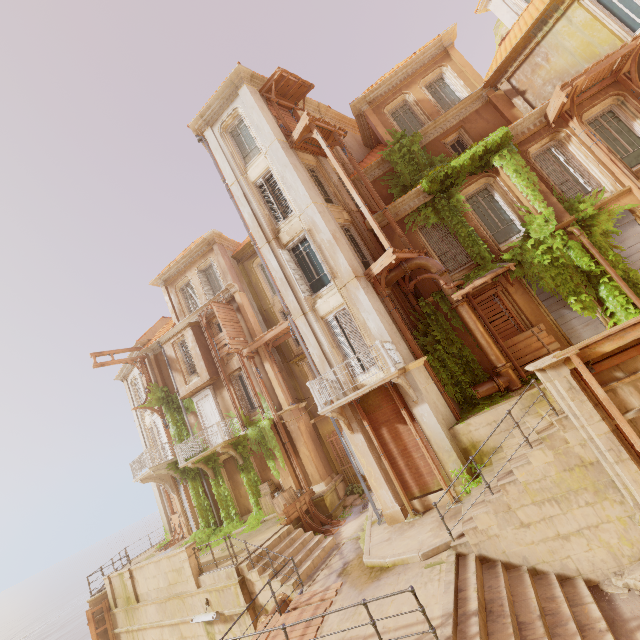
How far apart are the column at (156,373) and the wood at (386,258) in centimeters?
1637cm

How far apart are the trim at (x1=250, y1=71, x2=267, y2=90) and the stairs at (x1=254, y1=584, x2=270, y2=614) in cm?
2059

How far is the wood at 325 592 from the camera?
8.60m

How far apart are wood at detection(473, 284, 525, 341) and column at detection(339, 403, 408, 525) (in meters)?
5.84

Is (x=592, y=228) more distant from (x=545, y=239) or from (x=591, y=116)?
(x=591, y=116)

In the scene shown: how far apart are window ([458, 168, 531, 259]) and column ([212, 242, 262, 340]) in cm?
1225

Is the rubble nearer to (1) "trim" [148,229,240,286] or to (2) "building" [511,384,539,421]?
(2) "building" [511,384,539,421]

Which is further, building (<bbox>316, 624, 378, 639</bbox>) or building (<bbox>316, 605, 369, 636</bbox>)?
building (<bbox>316, 605, 369, 636</bbox>)
